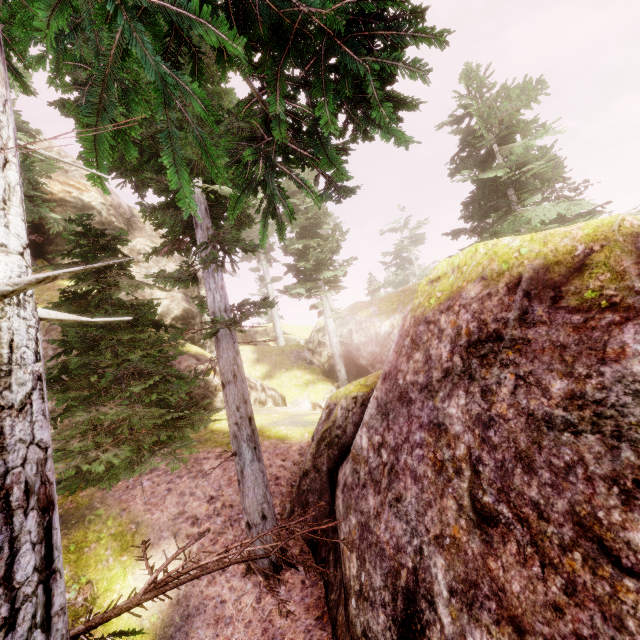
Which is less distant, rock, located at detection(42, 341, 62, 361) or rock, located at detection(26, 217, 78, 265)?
rock, located at detection(42, 341, 62, 361)

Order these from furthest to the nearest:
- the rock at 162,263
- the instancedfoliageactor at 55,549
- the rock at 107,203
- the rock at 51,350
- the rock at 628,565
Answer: the rock at 162,263, the rock at 107,203, the rock at 51,350, the rock at 628,565, the instancedfoliageactor at 55,549

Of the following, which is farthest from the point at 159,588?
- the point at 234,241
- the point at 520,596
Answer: the point at 234,241

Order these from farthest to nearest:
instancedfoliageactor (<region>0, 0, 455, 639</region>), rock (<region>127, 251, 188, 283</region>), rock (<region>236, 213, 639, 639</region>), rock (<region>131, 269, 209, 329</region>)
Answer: rock (<region>127, 251, 188, 283</region>) → rock (<region>131, 269, 209, 329</region>) → rock (<region>236, 213, 639, 639</region>) → instancedfoliageactor (<region>0, 0, 455, 639</region>)

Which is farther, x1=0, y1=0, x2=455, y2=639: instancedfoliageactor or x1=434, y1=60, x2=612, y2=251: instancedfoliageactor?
x1=434, y1=60, x2=612, y2=251: instancedfoliageactor

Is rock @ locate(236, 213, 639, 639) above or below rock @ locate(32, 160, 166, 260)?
below

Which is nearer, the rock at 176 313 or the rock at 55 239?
the rock at 55 239

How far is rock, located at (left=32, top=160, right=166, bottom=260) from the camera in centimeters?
1848cm
